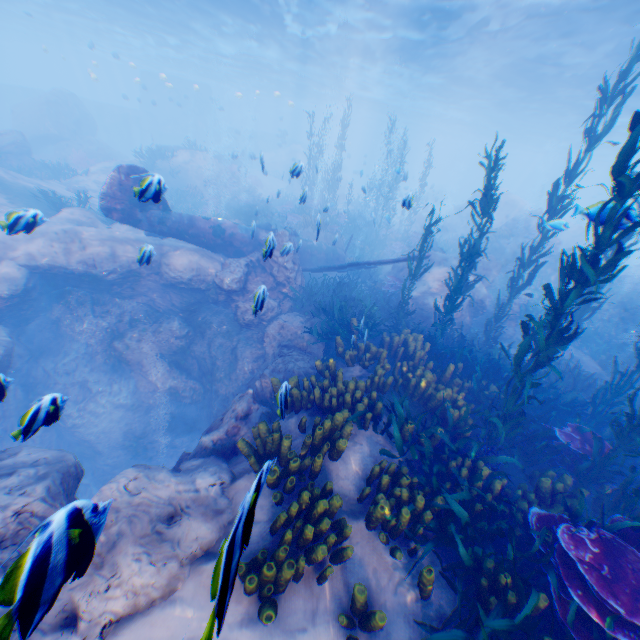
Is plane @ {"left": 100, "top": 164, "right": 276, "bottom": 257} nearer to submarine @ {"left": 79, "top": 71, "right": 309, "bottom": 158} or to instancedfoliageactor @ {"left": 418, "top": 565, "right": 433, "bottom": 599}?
instancedfoliageactor @ {"left": 418, "top": 565, "right": 433, "bottom": 599}

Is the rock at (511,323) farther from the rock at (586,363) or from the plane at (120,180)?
the rock at (586,363)

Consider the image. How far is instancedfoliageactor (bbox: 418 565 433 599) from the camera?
3.6 meters

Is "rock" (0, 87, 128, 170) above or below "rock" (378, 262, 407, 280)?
above

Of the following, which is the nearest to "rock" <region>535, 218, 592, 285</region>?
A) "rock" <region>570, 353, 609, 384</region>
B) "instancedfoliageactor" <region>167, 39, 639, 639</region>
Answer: "instancedfoliageactor" <region>167, 39, 639, 639</region>

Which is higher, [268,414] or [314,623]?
[314,623]

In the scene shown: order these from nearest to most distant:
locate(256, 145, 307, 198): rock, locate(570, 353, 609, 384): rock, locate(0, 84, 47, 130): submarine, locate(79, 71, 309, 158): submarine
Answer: locate(256, 145, 307, 198): rock
locate(570, 353, 609, 384): rock
locate(0, 84, 47, 130): submarine
locate(79, 71, 309, 158): submarine

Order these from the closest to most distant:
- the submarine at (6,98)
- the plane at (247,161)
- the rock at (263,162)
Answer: the rock at (263,162), the plane at (247,161), the submarine at (6,98)
